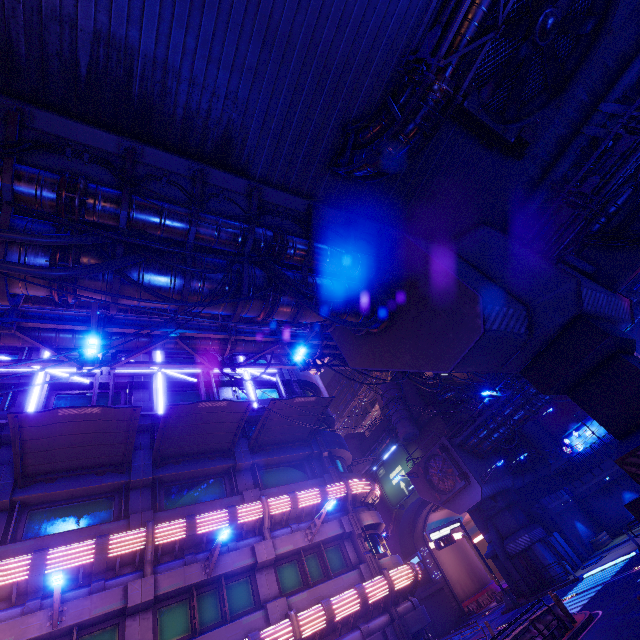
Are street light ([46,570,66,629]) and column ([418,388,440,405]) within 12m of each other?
no

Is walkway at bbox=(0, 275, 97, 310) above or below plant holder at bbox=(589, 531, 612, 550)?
above

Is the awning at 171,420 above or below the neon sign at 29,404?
below

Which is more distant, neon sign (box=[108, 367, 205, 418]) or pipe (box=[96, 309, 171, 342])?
neon sign (box=[108, 367, 205, 418])

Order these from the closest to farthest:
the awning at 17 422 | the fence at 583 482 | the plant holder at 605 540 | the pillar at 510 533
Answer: the awning at 17 422, the pillar at 510 533, the plant holder at 605 540, the fence at 583 482

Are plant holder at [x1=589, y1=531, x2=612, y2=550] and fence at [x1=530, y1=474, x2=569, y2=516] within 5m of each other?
yes

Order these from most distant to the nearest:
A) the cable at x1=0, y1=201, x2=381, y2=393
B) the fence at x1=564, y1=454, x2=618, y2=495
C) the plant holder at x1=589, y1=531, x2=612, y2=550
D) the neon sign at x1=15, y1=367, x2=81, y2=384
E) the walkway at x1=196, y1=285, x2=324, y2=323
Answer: the fence at x1=564, y1=454, x2=618, y2=495
the plant holder at x1=589, y1=531, x2=612, y2=550
the neon sign at x1=15, y1=367, x2=81, y2=384
the walkway at x1=196, y1=285, x2=324, y2=323
the cable at x1=0, y1=201, x2=381, y2=393

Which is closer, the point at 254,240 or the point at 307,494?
the point at 254,240
